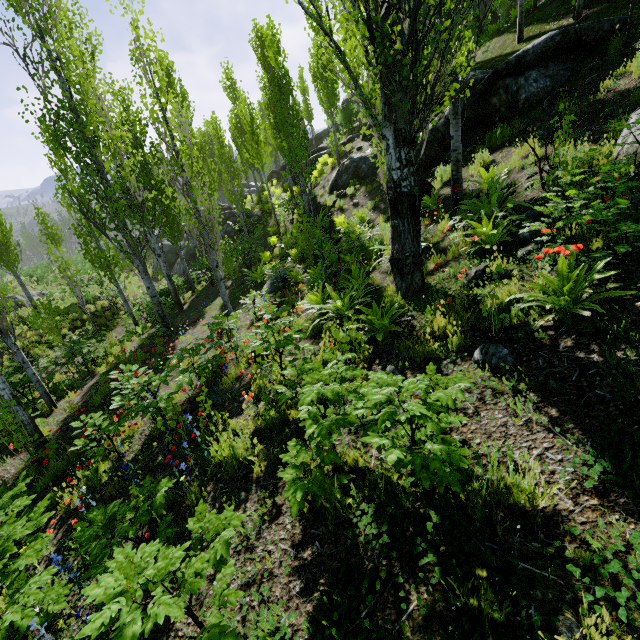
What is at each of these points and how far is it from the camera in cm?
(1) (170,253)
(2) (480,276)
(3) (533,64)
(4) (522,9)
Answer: (1) rock, 3041
(2) rock, 480
(3) rock, 930
(4) instancedfoliageactor, 1234

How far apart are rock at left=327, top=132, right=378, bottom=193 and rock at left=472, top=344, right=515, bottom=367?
13.8m

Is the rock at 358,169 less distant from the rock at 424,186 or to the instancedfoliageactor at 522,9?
the instancedfoliageactor at 522,9

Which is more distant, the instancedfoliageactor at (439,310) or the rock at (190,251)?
the rock at (190,251)

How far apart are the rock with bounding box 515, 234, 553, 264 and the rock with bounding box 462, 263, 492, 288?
0.4 meters

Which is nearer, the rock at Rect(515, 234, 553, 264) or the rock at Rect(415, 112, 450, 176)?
the rock at Rect(515, 234, 553, 264)

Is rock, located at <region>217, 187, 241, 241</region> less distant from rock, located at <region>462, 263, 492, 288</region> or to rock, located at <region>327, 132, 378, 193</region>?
rock, located at <region>462, 263, 492, 288</region>

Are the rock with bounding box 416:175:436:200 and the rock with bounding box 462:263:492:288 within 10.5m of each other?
yes
